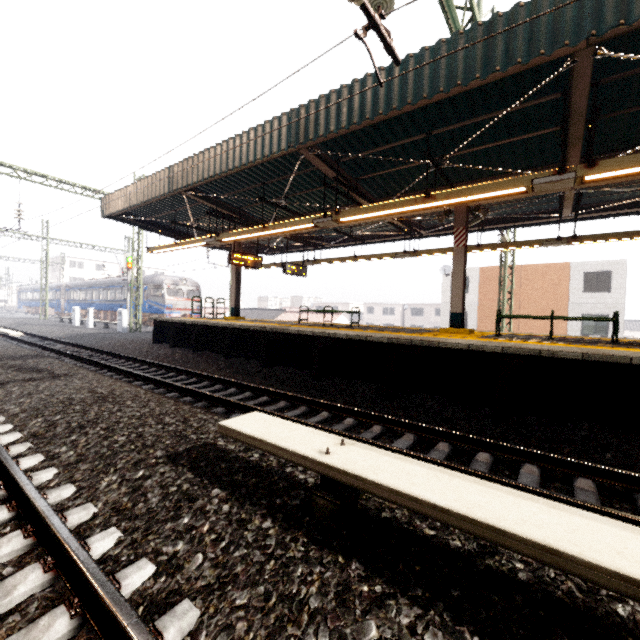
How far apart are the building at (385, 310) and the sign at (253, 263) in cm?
4580

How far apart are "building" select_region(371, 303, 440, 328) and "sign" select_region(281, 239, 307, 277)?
42.9 meters

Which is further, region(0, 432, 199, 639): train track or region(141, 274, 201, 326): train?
region(141, 274, 201, 326): train

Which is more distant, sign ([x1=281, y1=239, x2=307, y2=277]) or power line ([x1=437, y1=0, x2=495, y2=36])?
sign ([x1=281, y1=239, x2=307, y2=277])

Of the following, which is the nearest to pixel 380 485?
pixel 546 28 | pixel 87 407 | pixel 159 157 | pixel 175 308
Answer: pixel 87 407

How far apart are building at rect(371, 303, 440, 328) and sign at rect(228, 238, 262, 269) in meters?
45.8 m

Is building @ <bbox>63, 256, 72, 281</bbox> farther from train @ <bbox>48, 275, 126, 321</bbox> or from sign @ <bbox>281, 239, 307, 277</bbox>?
sign @ <bbox>281, 239, 307, 277</bbox>

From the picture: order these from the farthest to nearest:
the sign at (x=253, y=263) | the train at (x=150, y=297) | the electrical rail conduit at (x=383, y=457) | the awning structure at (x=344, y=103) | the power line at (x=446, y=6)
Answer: the train at (x=150, y=297) < the sign at (x=253, y=263) < the power line at (x=446, y=6) < the awning structure at (x=344, y=103) < the electrical rail conduit at (x=383, y=457)
